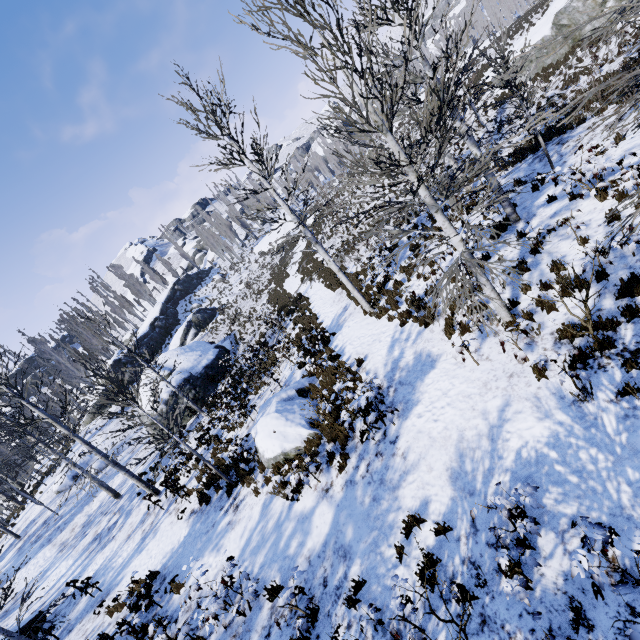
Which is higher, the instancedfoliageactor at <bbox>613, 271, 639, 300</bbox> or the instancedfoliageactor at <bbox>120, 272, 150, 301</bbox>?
the instancedfoliageactor at <bbox>120, 272, 150, 301</bbox>

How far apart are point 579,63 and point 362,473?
28.27m

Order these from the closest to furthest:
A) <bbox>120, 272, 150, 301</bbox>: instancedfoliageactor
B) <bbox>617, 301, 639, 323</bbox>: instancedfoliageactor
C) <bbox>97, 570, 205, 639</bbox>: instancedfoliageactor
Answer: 1. <bbox>617, 301, 639, 323</bbox>: instancedfoliageactor
2. <bbox>97, 570, 205, 639</bbox>: instancedfoliageactor
3. <bbox>120, 272, 150, 301</bbox>: instancedfoliageactor

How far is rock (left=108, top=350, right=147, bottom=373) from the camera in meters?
36.0 m

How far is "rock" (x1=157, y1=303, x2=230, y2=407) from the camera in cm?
2147

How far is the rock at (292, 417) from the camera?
10.0 meters

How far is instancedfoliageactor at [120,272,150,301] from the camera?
58.27m

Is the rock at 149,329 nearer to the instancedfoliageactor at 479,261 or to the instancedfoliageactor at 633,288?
the instancedfoliageactor at 633,288
